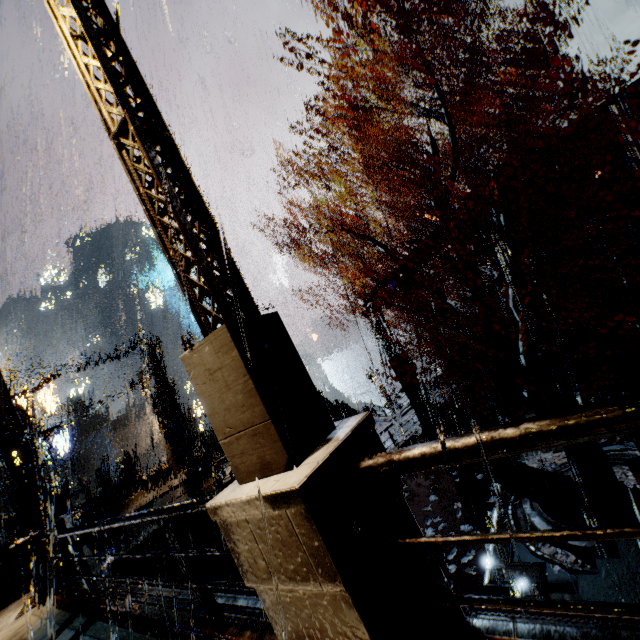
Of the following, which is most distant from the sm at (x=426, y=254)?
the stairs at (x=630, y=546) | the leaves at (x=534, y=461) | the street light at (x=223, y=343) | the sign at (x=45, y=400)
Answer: the sign at (x=45, y=400)

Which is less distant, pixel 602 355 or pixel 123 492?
pixel 602 355

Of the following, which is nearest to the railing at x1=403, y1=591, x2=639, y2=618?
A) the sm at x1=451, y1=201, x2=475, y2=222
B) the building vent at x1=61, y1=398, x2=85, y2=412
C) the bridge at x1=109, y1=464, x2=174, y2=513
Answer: the sm at x1=451, y1=201, x2=475, y2=222

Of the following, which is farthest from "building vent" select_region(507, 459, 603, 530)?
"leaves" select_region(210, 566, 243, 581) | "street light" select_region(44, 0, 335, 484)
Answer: "leaves" select_region(210, 566, 243, 581)

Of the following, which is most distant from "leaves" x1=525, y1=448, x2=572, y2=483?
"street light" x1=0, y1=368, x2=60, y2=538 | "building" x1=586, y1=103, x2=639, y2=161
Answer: "street light" x1=0, y1=368, x2=60, y2=538

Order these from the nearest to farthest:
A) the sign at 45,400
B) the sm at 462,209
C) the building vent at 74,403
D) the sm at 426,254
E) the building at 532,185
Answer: the building at 532,185, the sm at 462,209, the sm at 426,254, the sign at 45,400, the building vent at 74,403

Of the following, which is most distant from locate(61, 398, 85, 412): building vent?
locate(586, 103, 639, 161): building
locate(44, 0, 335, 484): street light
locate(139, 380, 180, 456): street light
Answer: locate(44, 0, 335, 484): street light

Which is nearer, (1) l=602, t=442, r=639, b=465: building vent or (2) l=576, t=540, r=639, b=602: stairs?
(2) l=576, t=540, r=639, b=602: stairs
